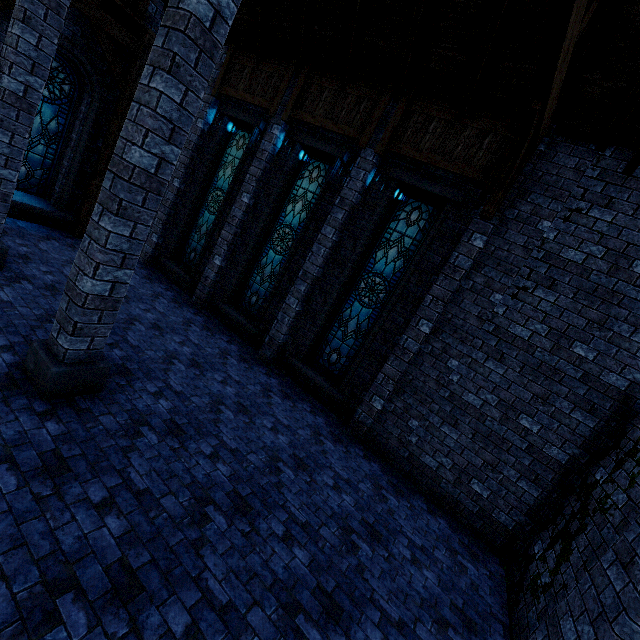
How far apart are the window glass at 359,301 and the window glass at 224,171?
4.9 meters

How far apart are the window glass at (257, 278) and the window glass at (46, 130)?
6.4m

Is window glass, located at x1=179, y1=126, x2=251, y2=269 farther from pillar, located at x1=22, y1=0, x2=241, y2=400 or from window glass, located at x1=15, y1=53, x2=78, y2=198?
pillar, located at x1=22, y1=0, x2=241, y2=400

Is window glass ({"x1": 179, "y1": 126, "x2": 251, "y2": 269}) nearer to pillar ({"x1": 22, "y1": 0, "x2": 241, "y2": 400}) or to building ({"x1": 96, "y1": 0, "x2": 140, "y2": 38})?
building ({"x1": 96, "y1": 0, "x2": 140, "y2": 38})

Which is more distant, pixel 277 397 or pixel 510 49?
pixel 277 397

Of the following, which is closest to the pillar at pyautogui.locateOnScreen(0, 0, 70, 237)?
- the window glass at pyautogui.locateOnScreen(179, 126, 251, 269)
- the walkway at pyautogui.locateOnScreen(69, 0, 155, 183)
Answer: the walkway at pyautogui.locateOnScreen(69, 0, 155, 183)

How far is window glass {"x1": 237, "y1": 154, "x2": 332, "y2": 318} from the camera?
8.5 meters

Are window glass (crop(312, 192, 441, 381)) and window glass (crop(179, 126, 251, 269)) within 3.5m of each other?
no
